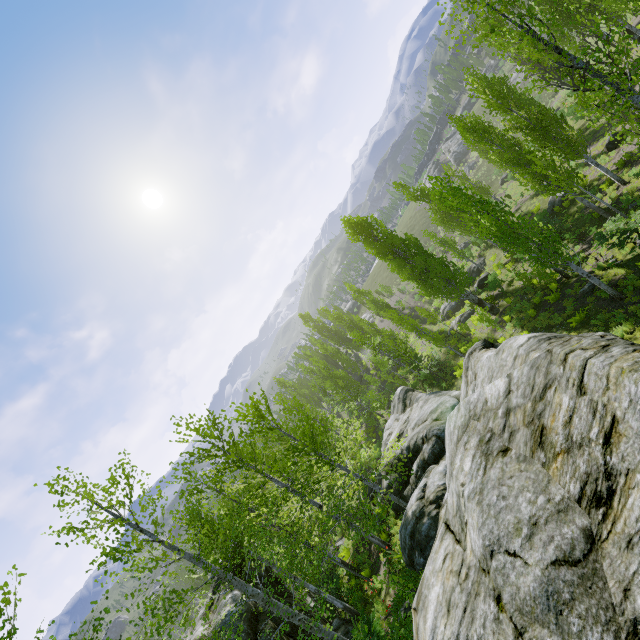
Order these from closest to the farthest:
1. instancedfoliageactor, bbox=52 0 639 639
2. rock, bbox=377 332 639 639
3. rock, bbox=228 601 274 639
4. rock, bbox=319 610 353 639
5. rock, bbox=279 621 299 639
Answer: rock, bbox=377 332 639 639 < instancedfoliageactor, bbox=52 0 639 639 < rock, bbox=228 601 274 639 < rock, bbox=279 621 299 639 < rock, bbox=319 610 353 639

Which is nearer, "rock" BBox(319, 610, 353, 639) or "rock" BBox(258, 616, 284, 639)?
"rock" BBox(258, 616, 284, 639)

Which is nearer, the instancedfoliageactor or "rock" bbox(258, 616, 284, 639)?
the instancedfoliageactor

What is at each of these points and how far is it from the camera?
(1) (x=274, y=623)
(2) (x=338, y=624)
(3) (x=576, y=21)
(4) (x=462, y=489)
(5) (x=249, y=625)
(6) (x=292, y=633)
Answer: (1) rock, 12.5 meters
(2) rock, 14.7 meters
(3) instancedfoliageactor, 24.4 meters
(4) rock, 4.4 meters
(5) rock, 11.6 meters
(6) rock, 12.7 meters

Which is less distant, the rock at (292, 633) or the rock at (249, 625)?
the rock at (249, 625)
